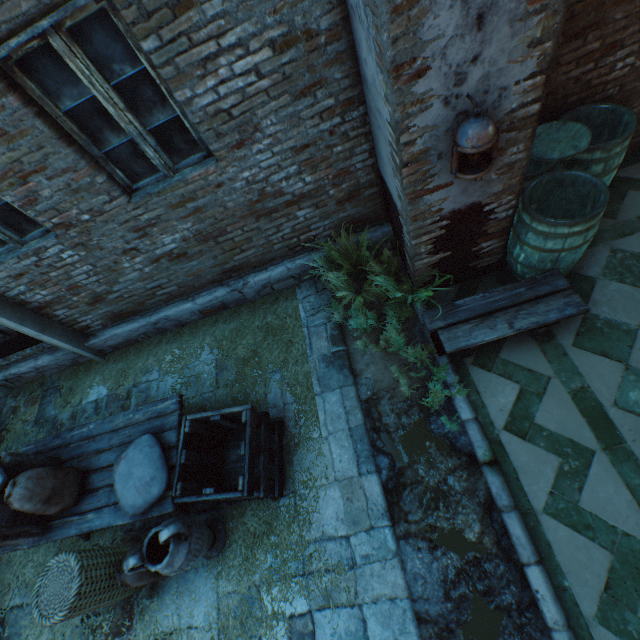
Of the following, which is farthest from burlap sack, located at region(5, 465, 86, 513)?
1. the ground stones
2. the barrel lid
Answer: the barrel lid

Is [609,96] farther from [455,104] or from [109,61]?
[109,61]

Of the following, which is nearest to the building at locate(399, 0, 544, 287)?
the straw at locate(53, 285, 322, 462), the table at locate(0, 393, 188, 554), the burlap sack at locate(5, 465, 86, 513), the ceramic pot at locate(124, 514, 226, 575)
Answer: the straw at locate(53, 285, 322, 462)

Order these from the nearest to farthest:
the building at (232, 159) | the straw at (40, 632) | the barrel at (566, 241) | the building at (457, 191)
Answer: the building at (457, 191), the building at (232, 159), the barrel at (566, 241), the straw at (40, 632)

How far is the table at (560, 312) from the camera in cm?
295

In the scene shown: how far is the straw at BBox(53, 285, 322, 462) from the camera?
3.9 meters

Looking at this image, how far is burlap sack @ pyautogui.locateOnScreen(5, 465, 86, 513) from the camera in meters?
2.8 m

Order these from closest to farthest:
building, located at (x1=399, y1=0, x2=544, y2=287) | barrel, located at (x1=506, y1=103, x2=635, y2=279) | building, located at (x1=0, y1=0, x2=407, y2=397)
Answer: building, located at (x1=399, y1=0, x2=544, y2=287) < building, located at (x1=0, y1=0, x2=407, y2=397) < barrel, located at (x1=506, y1=103, x2=635, y2=279)
